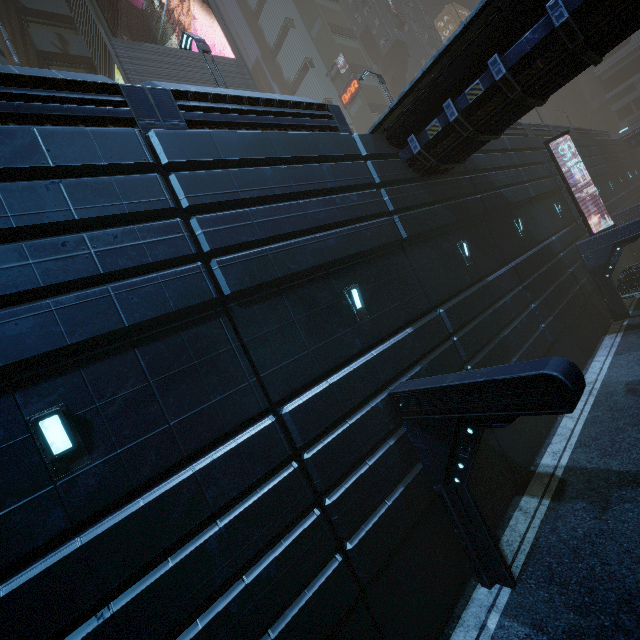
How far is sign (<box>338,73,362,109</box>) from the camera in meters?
41.2

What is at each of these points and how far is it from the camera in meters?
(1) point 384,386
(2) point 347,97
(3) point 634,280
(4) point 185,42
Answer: (1) building, 7.8
(2) sign, 43.0
(3) car, 18.3
(4) street light, 12.1

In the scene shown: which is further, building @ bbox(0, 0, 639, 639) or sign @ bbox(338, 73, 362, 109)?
sign @ bbox(338, 73, 362, 109)

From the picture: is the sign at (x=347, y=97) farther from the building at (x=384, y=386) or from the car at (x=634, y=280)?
the car at (x=634, y=280)

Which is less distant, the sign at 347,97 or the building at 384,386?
the building at 384,386

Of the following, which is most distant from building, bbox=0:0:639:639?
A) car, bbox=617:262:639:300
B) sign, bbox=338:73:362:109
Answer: car, bbox=617:262:639:300

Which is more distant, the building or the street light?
the street light

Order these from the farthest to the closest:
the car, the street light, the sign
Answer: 1. the sign
2. the car
3. the street light
